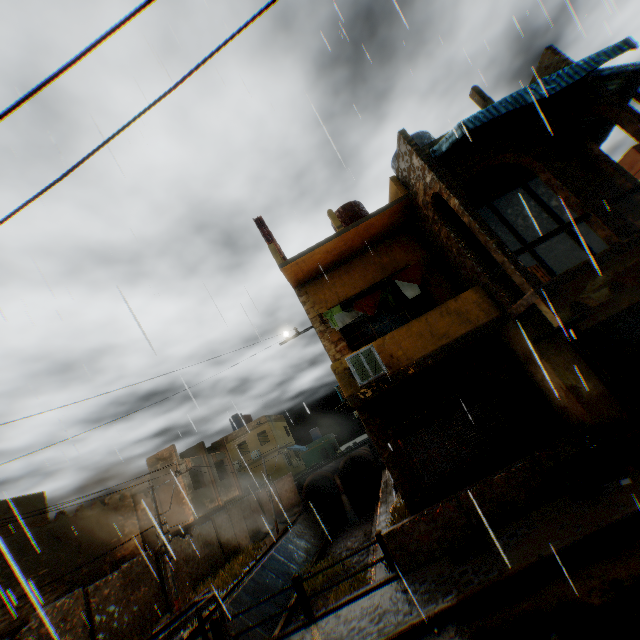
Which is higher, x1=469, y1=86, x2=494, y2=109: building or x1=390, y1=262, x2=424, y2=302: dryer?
x1=469, y1=86, x2=494, y2=109: building

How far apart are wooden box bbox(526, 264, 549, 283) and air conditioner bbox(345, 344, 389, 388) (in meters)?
3.81

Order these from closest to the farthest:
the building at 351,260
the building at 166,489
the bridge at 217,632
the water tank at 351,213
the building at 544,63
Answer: the building at 351,260 → the bridge at 217,632 → the building at 544,63 → the water tank at 351,213 → the building at 166,489

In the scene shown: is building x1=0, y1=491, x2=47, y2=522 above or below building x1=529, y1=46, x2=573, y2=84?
below

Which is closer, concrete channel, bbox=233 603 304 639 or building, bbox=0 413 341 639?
building, bbox=0 413 341 639

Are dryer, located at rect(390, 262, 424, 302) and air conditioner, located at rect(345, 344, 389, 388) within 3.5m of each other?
yes

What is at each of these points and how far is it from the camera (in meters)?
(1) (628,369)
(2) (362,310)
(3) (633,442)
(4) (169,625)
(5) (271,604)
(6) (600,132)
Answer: (1) wooden gate, 7.73
(2) dryer, 10.24
(3) wooden box, 6.77
(4) steel platform, 7.05
(5) concrete channel, 16.31
(6) awning, 10.09

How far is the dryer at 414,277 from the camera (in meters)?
9.88
